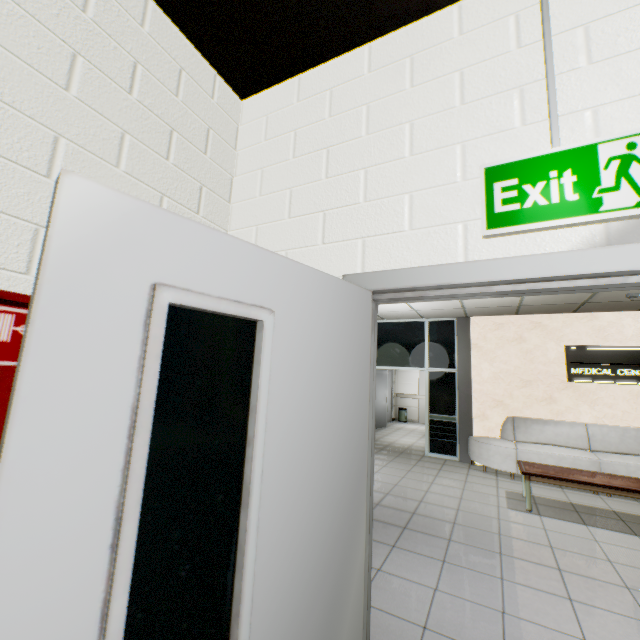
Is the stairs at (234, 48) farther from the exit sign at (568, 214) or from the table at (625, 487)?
the table at (625, 487)

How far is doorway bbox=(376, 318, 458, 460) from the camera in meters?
7.5 m

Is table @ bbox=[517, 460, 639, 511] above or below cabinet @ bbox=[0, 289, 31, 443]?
below

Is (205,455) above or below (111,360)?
below

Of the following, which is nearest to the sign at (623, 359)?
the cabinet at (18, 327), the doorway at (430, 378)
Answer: the doorway at (430, 378)

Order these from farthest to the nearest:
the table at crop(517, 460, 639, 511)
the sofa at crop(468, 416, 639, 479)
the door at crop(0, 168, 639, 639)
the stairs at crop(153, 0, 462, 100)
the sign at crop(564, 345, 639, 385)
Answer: the sign at crop(564, 345, 639, 385) → the sofa at crop(468, 416, 639, 479) → the table at crop(517, 460, 639, 511) → the stairs at crop(153, 0, 462, 100) → the door at crop(0, 168, 639, 639)

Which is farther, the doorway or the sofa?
the doorway

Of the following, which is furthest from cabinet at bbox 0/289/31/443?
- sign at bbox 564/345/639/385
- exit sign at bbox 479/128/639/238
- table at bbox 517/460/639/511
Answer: sign at bbox 564/345/639/385
